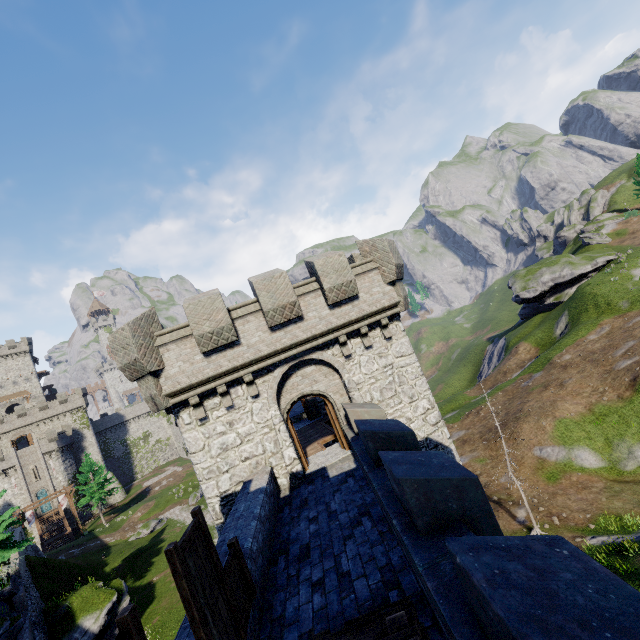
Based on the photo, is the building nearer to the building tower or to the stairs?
the stairs

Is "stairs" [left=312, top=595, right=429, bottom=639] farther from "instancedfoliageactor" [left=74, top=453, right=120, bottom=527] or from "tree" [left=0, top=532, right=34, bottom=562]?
"instancedfoliageactor" [left=74, top=453, right=120, bottom=527]

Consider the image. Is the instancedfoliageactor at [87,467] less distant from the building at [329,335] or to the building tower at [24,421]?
the building tower at [24,421]

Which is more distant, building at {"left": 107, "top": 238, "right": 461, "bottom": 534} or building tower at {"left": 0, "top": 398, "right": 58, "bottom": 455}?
building tower at {"left": 0, "top": 398, "right": 58, "bottom": 455}

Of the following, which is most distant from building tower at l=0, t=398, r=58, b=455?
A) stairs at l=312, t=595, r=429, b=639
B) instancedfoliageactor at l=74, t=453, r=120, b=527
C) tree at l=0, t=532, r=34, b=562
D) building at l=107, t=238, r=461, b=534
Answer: stairs at l=312, t=595, r=429, b=639

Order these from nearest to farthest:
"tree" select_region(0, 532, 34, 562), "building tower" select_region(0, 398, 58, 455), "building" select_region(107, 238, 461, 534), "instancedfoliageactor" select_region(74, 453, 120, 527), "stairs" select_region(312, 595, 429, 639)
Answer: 1. "stairs" select_region(312, 595, 429, 639)
2. "building" select_region(107, 238, 461, 534)
3. "tree" select_region(0, 532, 34, 562)
4. "instancedfoliageactor" select_region(74, 453, 120, 527)
5. "building tower" select_region(0, 398, 58, 455)

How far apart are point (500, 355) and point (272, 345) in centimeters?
5239cm

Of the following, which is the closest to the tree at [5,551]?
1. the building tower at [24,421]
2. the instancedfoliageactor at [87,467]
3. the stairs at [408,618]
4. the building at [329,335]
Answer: the building at [329,335]
